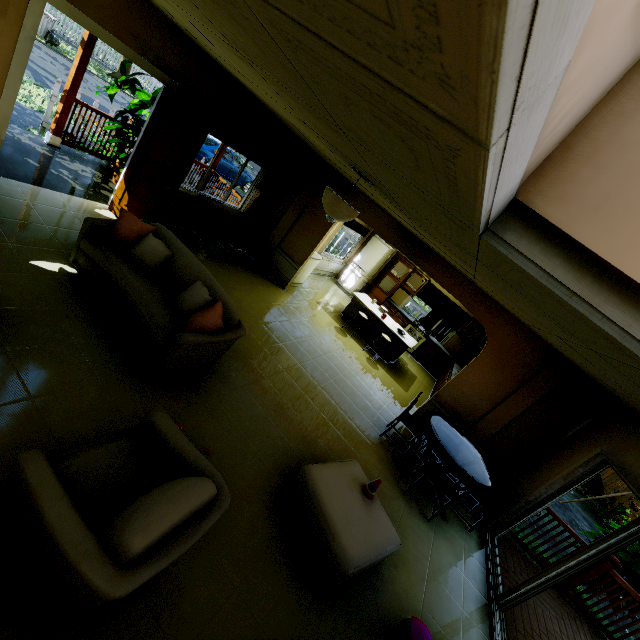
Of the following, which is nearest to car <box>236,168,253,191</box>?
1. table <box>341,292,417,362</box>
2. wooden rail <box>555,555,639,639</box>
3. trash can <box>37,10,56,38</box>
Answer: trash can <box>37,10,56,38</box>

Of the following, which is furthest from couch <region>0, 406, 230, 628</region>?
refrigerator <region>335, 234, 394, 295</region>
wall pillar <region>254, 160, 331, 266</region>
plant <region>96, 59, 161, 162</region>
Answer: refrigerator <region>335, 234, 394, 295</region>

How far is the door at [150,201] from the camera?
4.6m

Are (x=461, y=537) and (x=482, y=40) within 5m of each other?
no

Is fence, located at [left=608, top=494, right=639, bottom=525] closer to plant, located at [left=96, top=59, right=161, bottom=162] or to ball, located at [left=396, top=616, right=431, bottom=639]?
plant, located at [left=96, top=59, right=161, bottom=162]

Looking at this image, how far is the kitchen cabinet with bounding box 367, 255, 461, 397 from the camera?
10.2 meters

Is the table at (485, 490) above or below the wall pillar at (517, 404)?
below

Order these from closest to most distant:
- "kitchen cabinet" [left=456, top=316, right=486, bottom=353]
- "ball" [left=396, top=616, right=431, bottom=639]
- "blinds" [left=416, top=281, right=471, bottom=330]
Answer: "ball" [left=396, top=616, right=431, bottom=639] < "kitchen cabinet" [left=456, top=316, right=486, bottom=353] < "blinds" [left=416, top=281, right=471, bottom=330]
